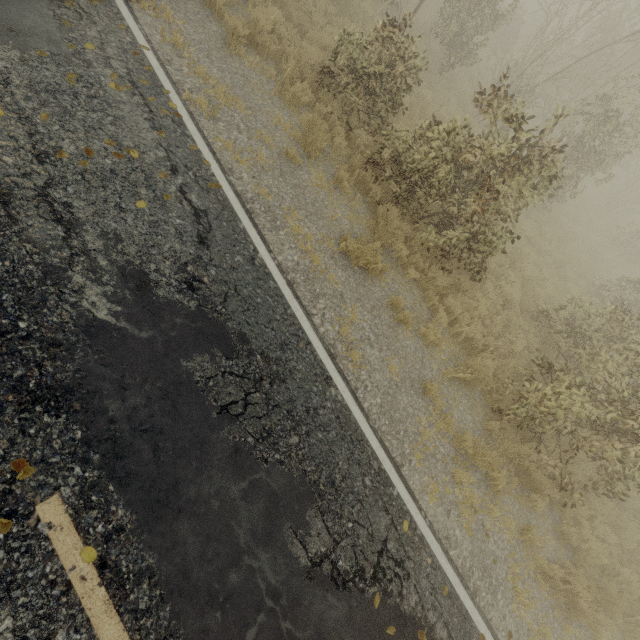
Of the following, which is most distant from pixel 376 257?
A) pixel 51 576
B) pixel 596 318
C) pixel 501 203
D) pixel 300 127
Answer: pixel 596 318

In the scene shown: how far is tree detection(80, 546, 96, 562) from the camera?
2.92m

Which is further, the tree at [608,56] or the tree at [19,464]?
the tree at [608,56]

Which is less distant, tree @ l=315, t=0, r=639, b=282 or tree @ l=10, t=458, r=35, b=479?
tree @ l=10, t=458, r=35, b=479

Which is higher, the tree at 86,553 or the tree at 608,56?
the tree at 608,56
